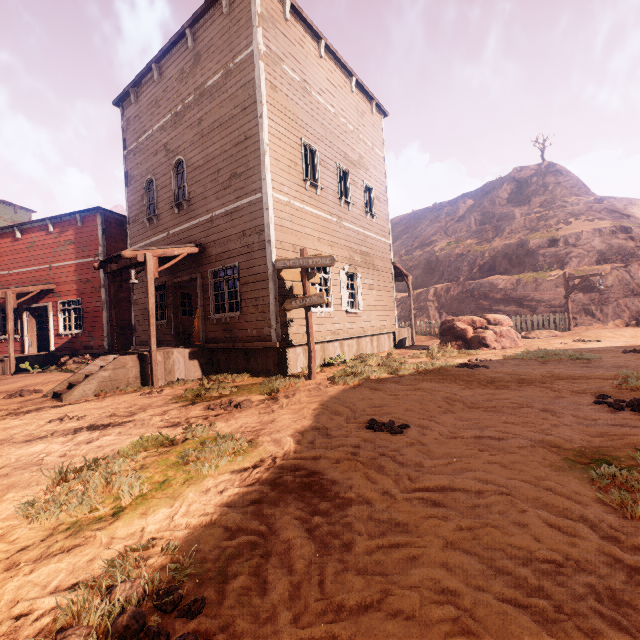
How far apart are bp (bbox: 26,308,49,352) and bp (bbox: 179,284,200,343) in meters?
9.1

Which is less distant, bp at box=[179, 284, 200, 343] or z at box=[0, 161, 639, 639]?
z at box=[0, 161, 639, 639]

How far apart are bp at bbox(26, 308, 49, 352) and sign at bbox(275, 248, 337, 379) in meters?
14.5

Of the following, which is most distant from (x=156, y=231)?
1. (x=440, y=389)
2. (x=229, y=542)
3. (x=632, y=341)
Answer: (x=632, y=341)

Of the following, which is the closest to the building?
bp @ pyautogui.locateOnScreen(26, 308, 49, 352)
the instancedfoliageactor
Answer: bp @ pyautogui.locateOnScreen(26, 308, 49, 352)

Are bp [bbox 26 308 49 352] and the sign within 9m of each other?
no

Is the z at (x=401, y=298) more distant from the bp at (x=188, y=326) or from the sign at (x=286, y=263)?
the bp at (x=188, y=326)

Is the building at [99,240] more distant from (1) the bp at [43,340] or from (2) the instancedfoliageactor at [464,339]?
(2) the instancedfoliageactor at [464,339]
